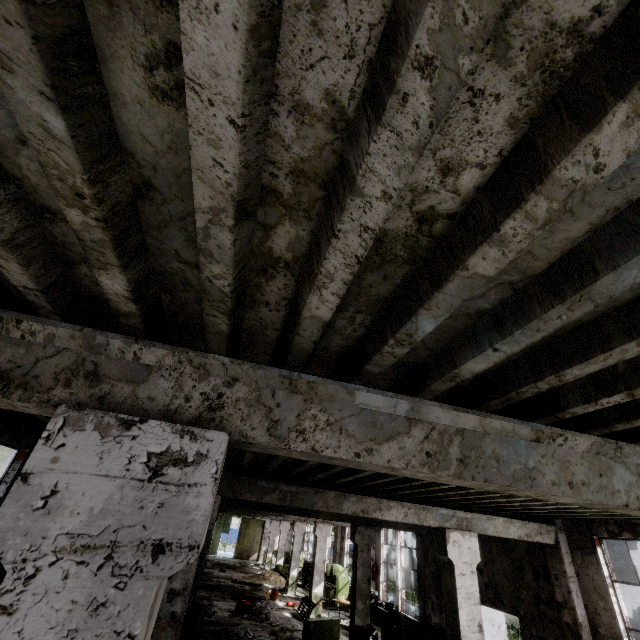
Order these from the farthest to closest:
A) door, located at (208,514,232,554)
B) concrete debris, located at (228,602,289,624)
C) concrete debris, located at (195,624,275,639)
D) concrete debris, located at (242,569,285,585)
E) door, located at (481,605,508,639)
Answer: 1. door, located at (208,514,232,554)
2. concrete debris, located at (242,569,285,585)
3. concrete debris, located at (228,602,289,624)
4. concrete debris, located at (195,624,275,639)
5. door, located at (481,605,508,639)

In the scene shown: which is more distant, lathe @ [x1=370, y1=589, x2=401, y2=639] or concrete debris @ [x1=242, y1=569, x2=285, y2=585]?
concrete debris @ [x1=242, y1=569, x2=285, y2=585]

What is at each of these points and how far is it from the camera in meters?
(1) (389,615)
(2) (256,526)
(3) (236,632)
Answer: (1) lathe, 12.6 m
(2) door, 36.9 m
(3) concrete debris, 11.6 m

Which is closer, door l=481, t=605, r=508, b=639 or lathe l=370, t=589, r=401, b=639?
door l=481, t=605, r=508, b=639

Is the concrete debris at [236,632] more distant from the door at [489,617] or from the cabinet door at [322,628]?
the door at [489,617]

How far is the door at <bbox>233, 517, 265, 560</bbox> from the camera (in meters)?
35.34

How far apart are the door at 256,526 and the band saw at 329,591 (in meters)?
20.70

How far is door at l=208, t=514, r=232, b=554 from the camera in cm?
3525
